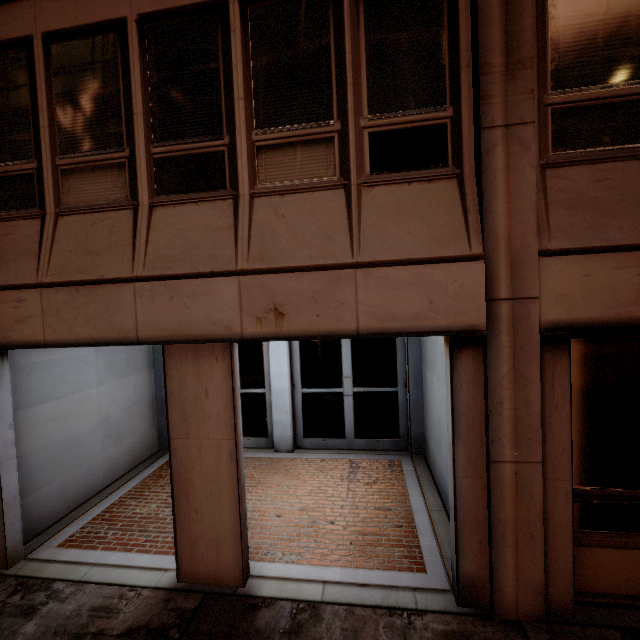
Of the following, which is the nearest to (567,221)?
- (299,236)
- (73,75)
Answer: (299,236)
